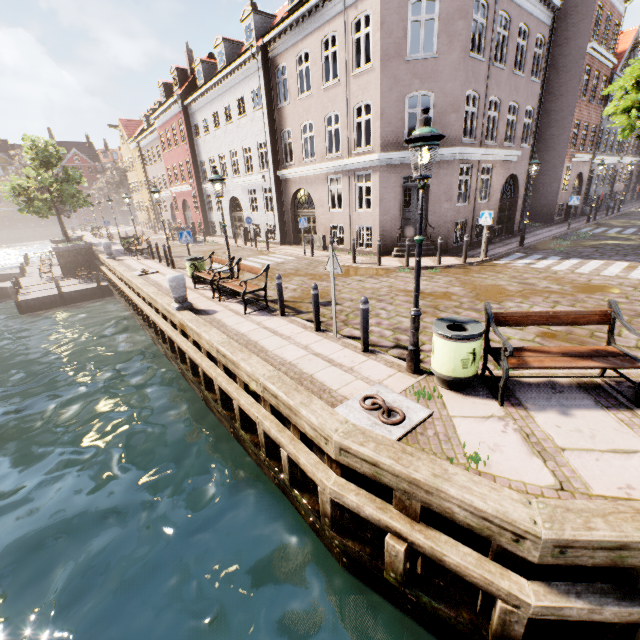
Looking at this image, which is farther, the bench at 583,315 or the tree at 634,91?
the tree at 634,91

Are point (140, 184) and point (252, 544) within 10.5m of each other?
no

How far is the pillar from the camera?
8.99m

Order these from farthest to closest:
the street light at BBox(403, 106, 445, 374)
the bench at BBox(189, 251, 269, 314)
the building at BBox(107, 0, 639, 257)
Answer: the building at BBox(107, 0, 639, 257) → the bench at BBox(189, 251, 269, 314) → the street light at BBox(403, 106, 445, 374)

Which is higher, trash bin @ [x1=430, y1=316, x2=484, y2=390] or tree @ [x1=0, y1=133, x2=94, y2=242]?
tree @ [x1=0, y1=133, x2=94, y2=242]

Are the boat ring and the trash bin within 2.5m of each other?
yes

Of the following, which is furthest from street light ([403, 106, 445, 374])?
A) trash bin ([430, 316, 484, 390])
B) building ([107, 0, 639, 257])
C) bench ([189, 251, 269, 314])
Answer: building ([107, 0, 639, 257])

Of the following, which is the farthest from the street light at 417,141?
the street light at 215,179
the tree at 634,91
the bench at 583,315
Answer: the street light at 215,179
